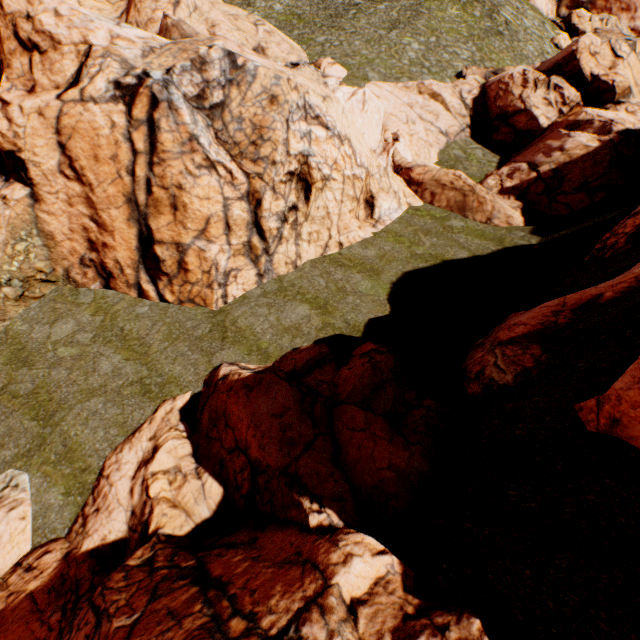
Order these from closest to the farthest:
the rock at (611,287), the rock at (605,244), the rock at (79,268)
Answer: the rock at (611,287) → the rock at (605,244) → the rock at (79,268)

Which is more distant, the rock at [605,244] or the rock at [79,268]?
the rock at [79,268]

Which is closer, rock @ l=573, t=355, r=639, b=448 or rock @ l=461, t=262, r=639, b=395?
rock @ l=573, t=355, r=639, b=448

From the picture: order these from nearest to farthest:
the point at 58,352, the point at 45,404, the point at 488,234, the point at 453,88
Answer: the point at 45,404 < the point at 58,352 < the point at 488,234 < the point at 453,88

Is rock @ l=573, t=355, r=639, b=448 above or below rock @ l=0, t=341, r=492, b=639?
above
